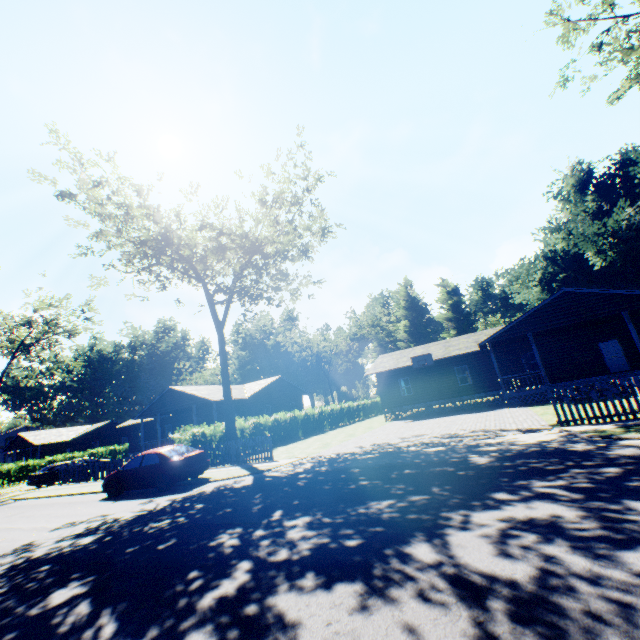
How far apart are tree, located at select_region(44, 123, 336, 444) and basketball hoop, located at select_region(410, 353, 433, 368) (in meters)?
15.29

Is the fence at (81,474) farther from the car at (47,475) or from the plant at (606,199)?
the plant at (606,199)

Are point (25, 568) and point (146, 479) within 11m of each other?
yes

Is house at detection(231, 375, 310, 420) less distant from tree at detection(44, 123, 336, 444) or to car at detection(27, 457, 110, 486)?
car at detection(27, 457, 110, 486)

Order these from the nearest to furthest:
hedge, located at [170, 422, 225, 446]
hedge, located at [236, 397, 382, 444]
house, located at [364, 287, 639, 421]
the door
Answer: hedge, located at [170, 422, 225, 446], house, located at [364, 287, 639, 421], the door, hedge, located at [236, 397, 382, 444]

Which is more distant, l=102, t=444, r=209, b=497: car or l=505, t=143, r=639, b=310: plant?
l=505, t=143, r=639, b=310: plant

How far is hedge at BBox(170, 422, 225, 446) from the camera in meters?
19.0

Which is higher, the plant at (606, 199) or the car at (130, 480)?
the plant at (606, 199)
